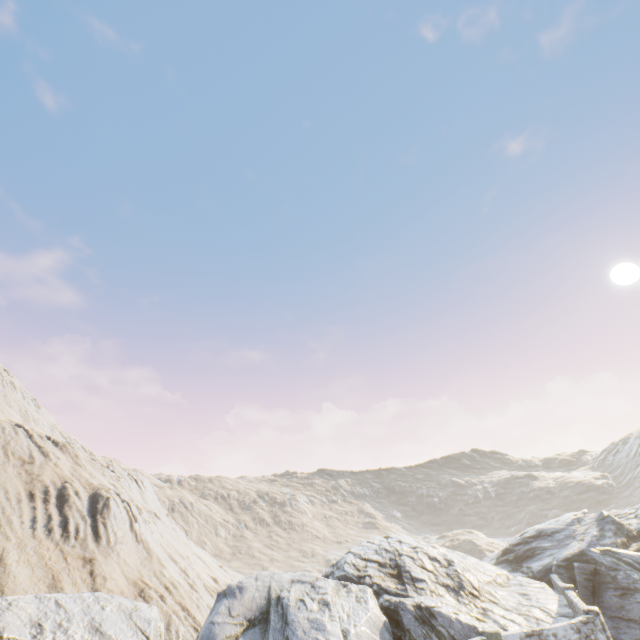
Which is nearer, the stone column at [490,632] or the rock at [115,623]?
the rock at [115,623]

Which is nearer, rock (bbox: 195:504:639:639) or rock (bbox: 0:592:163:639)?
rock (bbox: 0:592:163:639)

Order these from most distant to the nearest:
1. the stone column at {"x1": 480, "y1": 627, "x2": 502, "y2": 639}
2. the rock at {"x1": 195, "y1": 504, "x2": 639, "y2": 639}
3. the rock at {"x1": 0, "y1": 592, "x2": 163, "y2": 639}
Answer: the rock at {"x1": 195, "y1": 504, "x2": 639, "y2": 639} < the stone column at {"x1": 480, "y1": 627, "x2": 502, "y2": 639} < the rock at {"x1": 0, "y1": 592, "x2": 163, "y2": 639}

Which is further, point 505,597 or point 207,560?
point 207,560

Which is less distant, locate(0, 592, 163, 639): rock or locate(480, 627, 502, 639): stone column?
locate(0, 592, 163, 639): rock

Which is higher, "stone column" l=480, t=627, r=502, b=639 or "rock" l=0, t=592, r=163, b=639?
"rock" l=0, t=592, r=163, b=639
